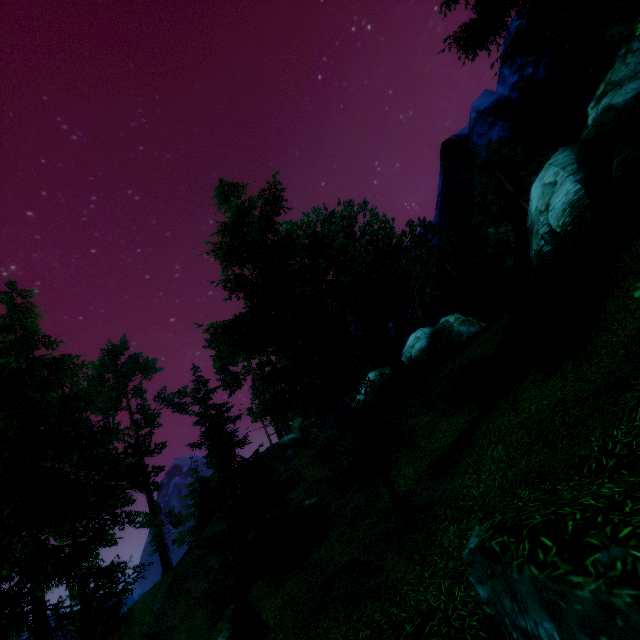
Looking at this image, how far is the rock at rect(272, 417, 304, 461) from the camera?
38.9 meters

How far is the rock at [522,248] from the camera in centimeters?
1889cm

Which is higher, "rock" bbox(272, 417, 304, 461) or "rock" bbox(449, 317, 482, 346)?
"rock" bbox(272, 417, 304, 461)

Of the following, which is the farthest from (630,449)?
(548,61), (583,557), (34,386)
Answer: (548,61)

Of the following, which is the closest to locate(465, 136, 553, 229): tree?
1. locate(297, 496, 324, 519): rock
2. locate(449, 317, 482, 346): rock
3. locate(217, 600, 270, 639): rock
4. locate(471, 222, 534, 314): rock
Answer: locate(297, 496, 324, 519): rock

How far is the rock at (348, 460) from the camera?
19.2m

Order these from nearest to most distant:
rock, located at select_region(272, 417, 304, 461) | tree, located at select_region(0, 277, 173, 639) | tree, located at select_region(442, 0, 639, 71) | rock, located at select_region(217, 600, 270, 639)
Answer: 1. rock, located at select_region(217, 600, 270, 639)
2. tree, located at select_region(0, 277, 173, 639)
3. tree, located at select_region(442, 0, 639, 71)
4. rock, located at select_region(272, 417, 304, 461)

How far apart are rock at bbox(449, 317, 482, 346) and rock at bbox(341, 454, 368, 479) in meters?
14.9 m
